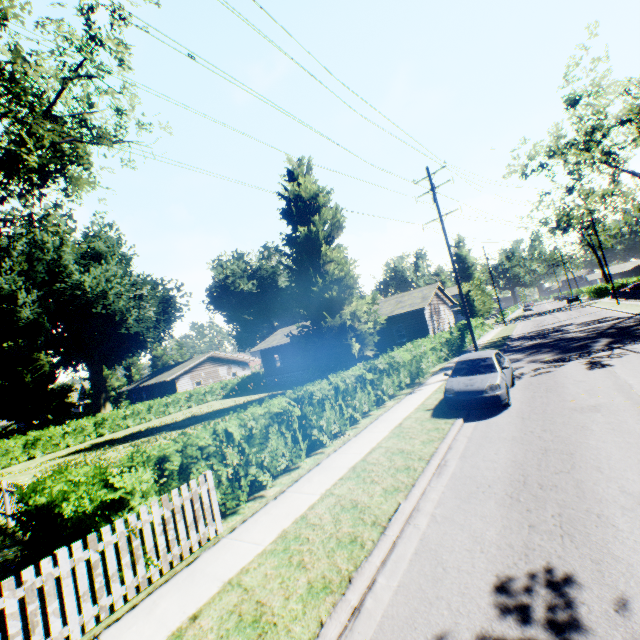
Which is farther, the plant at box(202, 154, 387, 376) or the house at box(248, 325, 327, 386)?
the house at box(248, 325, 327, 386)

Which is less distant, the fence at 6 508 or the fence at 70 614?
the fence at 70 614

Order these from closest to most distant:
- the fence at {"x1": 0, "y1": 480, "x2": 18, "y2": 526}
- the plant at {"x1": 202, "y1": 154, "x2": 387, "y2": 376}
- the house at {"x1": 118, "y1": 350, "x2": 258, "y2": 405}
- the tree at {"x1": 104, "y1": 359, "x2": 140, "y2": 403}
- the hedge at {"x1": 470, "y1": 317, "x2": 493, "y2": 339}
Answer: the fence at {"x1": 0, "y1": 480, "x2": 18, "y2": 526} < the plant at {"x1": 202, "y1": 154, "x2": 387, "y2": 376} < the hedge at {"x1": 470, "y1": 317, "x2": 493, "y2": 339} < the house at {"x1": 118, "y1": 350, "x2": 258, "y2": 405} < the tree at {"x1": 104, "y1": 359, "x2": 140, "y2": 403}

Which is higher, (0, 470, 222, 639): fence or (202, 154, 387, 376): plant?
(202, 154, 387, 376): plant

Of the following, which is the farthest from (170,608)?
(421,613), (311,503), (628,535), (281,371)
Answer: (281,371)

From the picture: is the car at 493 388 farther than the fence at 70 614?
Yes

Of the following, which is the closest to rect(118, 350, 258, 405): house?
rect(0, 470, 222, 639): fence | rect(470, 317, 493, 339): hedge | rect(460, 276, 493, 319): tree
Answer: rect(0, 470, 222, 639): fence

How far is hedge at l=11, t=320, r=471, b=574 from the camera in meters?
5.6 m
